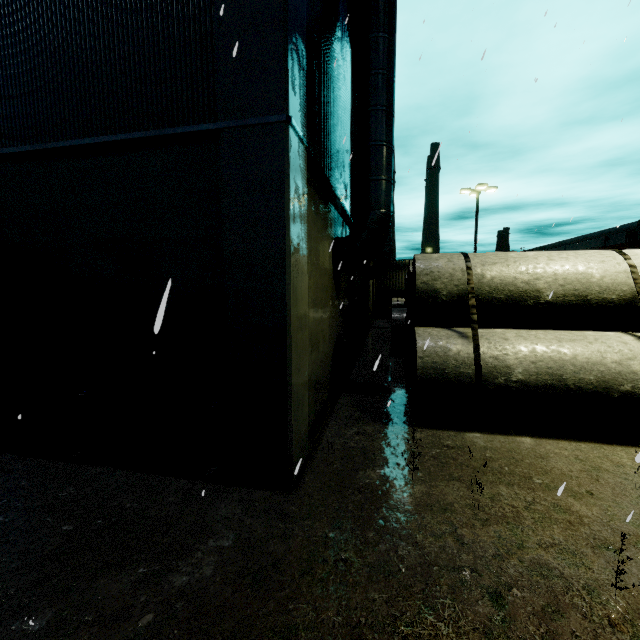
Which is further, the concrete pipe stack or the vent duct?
the vent duct

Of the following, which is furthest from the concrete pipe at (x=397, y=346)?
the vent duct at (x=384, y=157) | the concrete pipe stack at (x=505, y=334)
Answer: the vent duct at (x=384, y=157)

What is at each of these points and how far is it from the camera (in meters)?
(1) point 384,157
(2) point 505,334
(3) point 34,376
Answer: (1) vent duct, 8.07
(2) concrete pipe stack, 6.75
(3) building, 5.91

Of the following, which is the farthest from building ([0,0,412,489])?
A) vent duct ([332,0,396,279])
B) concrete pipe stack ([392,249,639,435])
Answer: concrete pipe stack ([392,249,639,435])

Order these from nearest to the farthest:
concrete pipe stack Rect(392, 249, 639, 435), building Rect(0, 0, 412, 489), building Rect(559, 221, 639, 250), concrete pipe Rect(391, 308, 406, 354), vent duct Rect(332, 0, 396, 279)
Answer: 1. building Rect(0, 0, 412, 489)
2. concrete pipe stack Rect(392, 249, 639, 435)
3. vent duct Rect(332, 0, 396, 279)
4. concrete pipe Rect(391, 308, 406, 354)
5. building Rect(559, 221, 639, 250)

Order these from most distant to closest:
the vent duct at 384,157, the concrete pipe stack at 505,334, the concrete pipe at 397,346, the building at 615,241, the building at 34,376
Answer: the building at 615,241 → the concrete pipe at 397,346 → the vent duct at 384,157 → the concrete pipe stack at 505,334 → the building at 34,376

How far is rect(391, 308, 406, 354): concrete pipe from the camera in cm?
1304
